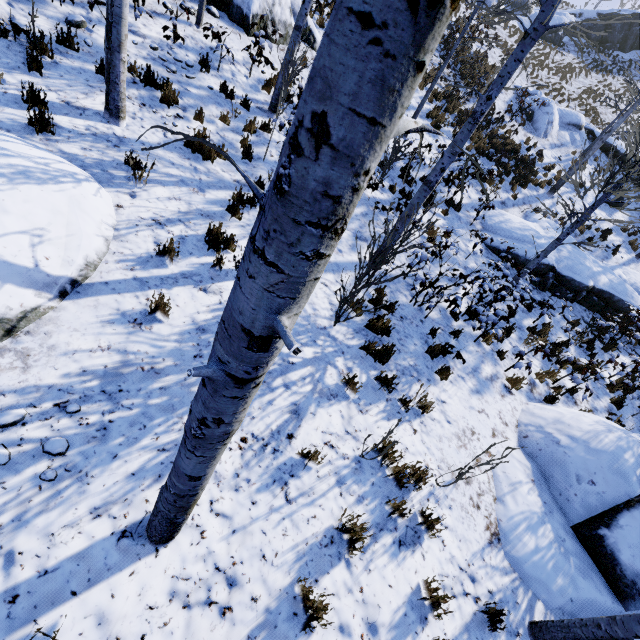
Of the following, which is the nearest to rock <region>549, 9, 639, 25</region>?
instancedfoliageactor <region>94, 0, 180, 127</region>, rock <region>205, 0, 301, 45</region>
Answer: rock <region>205, 0, 301, 45</region>

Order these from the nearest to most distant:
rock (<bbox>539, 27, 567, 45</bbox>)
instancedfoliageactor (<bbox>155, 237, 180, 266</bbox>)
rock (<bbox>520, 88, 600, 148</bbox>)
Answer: instancedfoliageactor (<bbox>155, 237, 180, 266</bbox>)
rock (<bbox>520, 88, 600, 148</bbox>)
rock (<bbox>539, 27, 567, 45</bbox>)

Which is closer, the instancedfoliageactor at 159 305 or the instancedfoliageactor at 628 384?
the instancedfoliageactor at 159 305

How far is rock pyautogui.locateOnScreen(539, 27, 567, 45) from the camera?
28.5 meters

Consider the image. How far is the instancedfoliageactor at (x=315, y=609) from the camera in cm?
288

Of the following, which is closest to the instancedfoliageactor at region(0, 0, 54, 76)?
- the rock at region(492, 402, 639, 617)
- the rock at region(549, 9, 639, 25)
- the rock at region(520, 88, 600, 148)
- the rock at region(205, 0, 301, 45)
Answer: the rock at region(520, 88, 600, 148)

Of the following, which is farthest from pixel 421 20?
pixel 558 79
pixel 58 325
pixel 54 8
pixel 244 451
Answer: pixel 558 79

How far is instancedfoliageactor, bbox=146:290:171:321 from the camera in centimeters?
405cm
